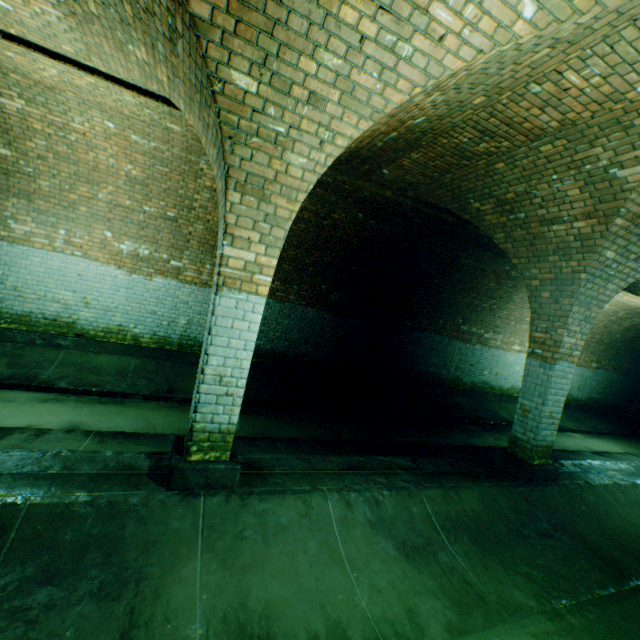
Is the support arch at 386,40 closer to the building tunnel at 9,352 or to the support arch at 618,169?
the building tunnel at 9,352

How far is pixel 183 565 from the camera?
2.4m

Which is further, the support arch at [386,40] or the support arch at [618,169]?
the support arch at [618,169]

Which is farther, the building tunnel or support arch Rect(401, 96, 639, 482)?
support arch Rect(401, 96, 639, 482)

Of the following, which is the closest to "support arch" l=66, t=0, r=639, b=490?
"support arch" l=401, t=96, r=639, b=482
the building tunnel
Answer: the building tunnel

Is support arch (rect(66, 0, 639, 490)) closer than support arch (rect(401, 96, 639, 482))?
Yes

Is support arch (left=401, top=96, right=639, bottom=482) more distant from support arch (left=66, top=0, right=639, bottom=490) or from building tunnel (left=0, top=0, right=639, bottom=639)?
support arch (left=66, top=0, right=639, bottom=490)
